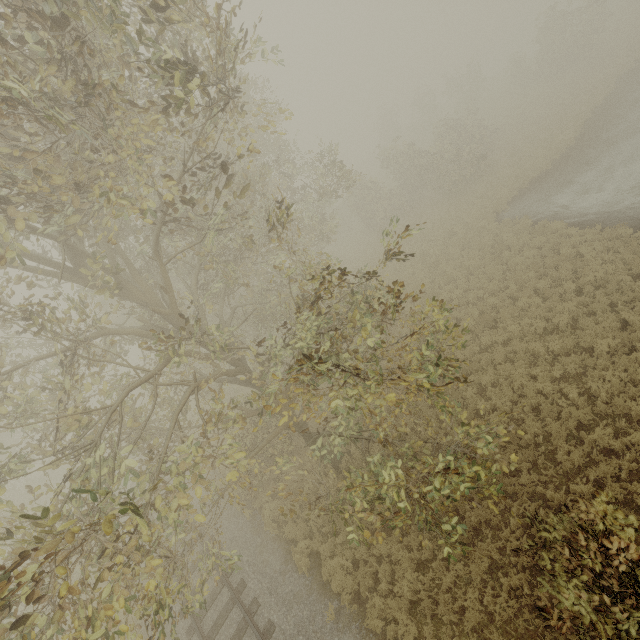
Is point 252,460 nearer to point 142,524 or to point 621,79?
point 142,524
